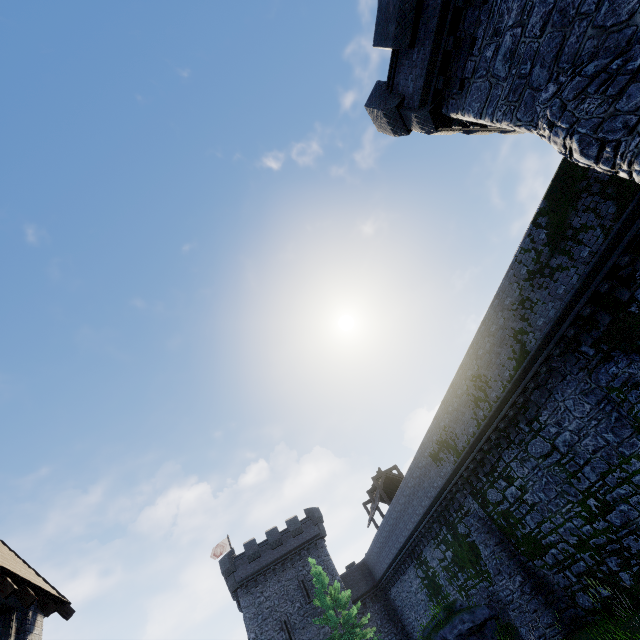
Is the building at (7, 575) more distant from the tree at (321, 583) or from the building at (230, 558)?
the building at (230, 558)

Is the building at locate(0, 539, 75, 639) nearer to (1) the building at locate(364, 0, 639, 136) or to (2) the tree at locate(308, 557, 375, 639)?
(1) the building at locate(364, 0, 639, 136)

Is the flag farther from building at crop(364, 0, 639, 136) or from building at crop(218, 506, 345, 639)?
building at crop(364, 0, 639, 136)

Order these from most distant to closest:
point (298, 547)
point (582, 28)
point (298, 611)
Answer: point (298, 547)
point (298, 611)
point (582, 28)

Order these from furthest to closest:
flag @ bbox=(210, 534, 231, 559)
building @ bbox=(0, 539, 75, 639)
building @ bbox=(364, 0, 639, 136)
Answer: flag @ bbox=(210, 534, 231, 559) < building @ bbox=(0, 539, 75, 639) < building @ bbox=(364, 0, 639, 136)

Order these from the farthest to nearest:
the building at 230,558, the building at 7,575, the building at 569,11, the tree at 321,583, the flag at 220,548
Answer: the flag at 220,548 → the building at 230,558 → the tree at 321,583 → the building at 7,575 → the building at 569,11

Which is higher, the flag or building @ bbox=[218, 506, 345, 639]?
the flag

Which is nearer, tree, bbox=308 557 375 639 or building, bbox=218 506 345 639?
tree, bbox=308 557 375 639
